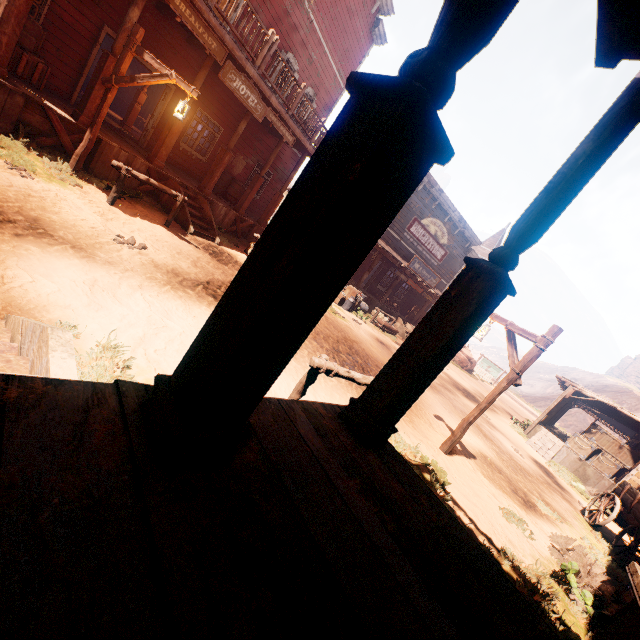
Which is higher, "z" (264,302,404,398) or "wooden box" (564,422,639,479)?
"wooden box" (564,422,639,479)

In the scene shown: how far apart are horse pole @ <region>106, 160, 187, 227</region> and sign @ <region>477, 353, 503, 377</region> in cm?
3774

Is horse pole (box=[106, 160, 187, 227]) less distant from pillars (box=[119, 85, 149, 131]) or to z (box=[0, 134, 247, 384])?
z (box=[0, 134, 247, 384])

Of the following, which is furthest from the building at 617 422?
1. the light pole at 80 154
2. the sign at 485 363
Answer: the sign at 485 363

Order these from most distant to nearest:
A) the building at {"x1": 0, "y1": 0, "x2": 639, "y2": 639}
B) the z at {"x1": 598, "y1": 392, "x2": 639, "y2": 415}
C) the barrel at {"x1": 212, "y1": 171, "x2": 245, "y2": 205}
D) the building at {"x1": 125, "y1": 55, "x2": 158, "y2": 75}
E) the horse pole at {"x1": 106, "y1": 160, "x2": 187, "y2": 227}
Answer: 1. the z at {"x1": 598, "y1": 392, "x2": 639, "y2": 415}
2. the barrel at {"x1": 212, "y1": 171, "x2": 245, "y2": 205}
3. the building at {"x1": 125, "y1": 55, "x2": 158, "y2": 75}
4. the horse pole at {"x1": 106, "y1": 160, "x2": 187, "y2": 227}
5. the building at {"x1": 0, "y1": 0, "x2": 639, "y2": 639}

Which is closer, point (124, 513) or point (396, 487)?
point (124, 513)

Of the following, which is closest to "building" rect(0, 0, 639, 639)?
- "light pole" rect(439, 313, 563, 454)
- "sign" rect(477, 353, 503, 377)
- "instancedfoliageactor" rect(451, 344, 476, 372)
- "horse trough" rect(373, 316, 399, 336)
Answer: "horse trough" rect(373, 316, 399, 336)

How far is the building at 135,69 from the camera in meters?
9.8
